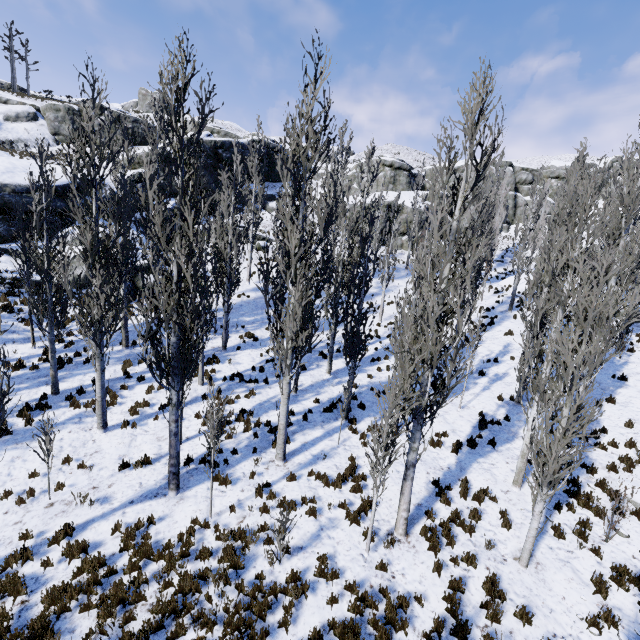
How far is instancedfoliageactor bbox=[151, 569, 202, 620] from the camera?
6.4 meters

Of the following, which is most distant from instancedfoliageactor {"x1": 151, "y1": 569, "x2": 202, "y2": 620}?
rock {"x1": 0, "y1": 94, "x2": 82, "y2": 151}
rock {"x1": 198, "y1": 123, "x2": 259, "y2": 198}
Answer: rock {"x1": 0, "y1": 94, "x2": 82, "y2": 151}

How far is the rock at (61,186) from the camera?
21.25m

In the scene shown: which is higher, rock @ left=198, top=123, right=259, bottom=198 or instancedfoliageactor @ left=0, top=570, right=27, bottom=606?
rock @ left=198, top=123, right=259, bottom=198

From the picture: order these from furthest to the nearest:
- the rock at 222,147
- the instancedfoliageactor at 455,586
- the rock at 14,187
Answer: the rock at 222,147 → the rock at 14,187 → the instancedfoliageactor at 455,586

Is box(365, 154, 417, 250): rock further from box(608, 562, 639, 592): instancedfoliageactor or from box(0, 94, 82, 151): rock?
box(0, 94, 82, 151): rock

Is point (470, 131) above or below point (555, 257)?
above

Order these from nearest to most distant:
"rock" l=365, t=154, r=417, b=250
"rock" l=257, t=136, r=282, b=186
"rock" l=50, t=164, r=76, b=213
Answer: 1. "rock" l=50, t=164, r=76, b=213
2. "rock" l=365, t=154, r=417, b=250
3. "rock" l=257, t=136, r=282, b=186
